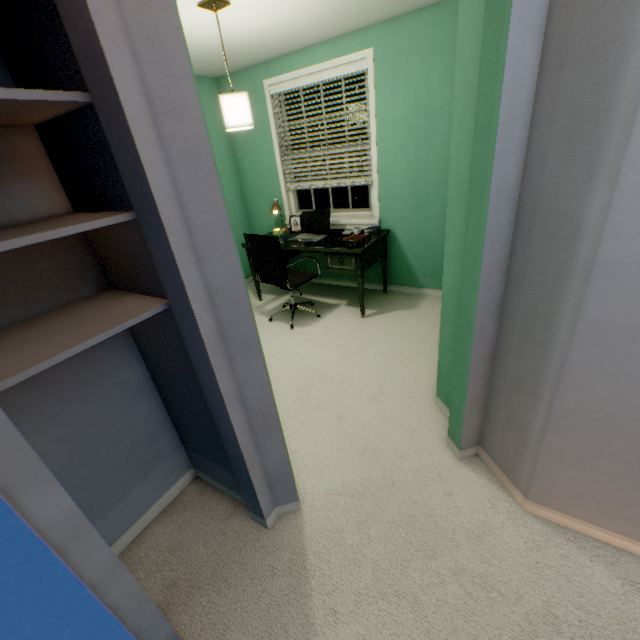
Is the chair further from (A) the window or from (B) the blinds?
(B) the blinds

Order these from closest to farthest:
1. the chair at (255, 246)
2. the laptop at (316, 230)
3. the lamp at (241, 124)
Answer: the lamp at (241, 124), the chair at (255, 246), the laptop at (316, 230)

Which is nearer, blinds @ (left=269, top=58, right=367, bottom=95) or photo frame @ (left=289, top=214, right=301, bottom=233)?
blinds @ (left=269, top=58, right=367, bottom=95)

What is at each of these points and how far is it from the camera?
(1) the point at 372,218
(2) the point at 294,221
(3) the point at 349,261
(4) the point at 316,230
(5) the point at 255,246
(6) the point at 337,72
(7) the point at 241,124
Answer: (1) window, 3.62m
(2) photo frame, 3.88m
(3) desk, 3.14m
(4) laptop, 3.65m
(5) chair, 3.12m
(6) blinds, 3.11m
(7) lamp, 2.22m

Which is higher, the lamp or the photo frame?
the lamp

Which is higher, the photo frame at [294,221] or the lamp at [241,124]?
the lamp at [241,124]

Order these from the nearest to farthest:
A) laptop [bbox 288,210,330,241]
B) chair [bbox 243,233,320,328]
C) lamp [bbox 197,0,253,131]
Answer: lamp [bbox 197,0,253,131] < chair [bbox 243,233,320,328] < laptop [bbox 288,210,330,241]

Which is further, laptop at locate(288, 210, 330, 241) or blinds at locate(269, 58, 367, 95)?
laptop at locate(288, 210, 330, 241)
